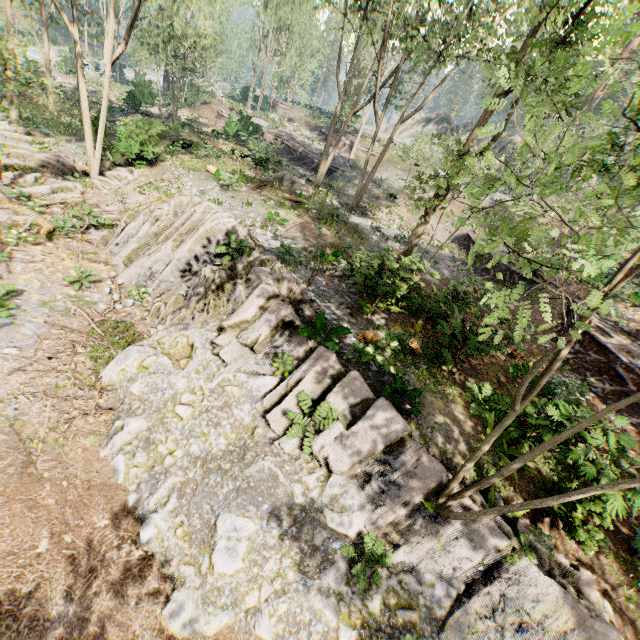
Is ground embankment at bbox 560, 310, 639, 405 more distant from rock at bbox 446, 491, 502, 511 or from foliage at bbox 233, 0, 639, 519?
rock at bbox 446, 491, 502, 511

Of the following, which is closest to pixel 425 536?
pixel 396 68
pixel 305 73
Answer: pixel 396 68

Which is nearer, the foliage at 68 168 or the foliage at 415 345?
the foliage at 415 345

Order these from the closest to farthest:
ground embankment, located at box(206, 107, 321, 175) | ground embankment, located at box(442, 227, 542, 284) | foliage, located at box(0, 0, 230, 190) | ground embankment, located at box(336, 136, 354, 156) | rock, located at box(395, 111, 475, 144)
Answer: foliage, located at box(0, 0, 230, 190), ground embankment, located at box(442, 227, 542, 284), ground embankment, located at box(206, 107, 321, 175), ground embankment, located at box(336, 136, 354, 156), rock, located at box(395, 111, 475, 144)

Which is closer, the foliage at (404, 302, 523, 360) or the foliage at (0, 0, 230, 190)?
the foliage at (404, 302, 523, 360)

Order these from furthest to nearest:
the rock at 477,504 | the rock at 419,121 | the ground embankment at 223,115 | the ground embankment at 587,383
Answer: the rock at 419,121 → the ground embankment at 223,115 → the ground embankment at 587,383 → the rock at 477,504

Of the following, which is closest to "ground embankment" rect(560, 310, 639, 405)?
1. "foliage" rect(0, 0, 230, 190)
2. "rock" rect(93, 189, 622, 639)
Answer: "foliage" rect(0, 0, 230, 190)

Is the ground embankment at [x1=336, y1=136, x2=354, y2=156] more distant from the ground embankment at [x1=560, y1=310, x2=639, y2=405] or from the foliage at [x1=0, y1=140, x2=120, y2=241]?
the ground embankment at [x1=560, y1=310, x2=639, y2=405]
